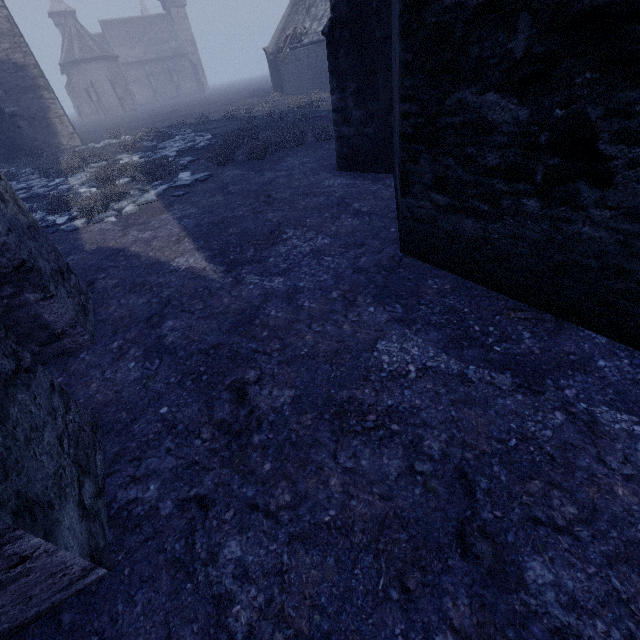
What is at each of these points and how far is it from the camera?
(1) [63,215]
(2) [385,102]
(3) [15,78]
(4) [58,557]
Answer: (1) instancedfoliageactor, 7.2m
(2) building, 5.3m
(3) building, 18.1m
(4) building, 1.4m

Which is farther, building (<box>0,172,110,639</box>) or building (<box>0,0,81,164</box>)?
building (<box>0,0,81,164</box>)

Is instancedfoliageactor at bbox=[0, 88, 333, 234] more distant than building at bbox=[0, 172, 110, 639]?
Yes

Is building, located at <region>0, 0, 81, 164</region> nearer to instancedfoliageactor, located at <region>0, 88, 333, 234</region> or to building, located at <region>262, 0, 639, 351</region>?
instancedfoliageactor, located at <region>0, 88, 333, 234</region>

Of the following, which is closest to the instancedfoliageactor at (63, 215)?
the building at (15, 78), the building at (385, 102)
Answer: the building at (385, 102)

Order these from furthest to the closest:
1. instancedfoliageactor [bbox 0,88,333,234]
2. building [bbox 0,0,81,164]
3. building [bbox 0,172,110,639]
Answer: building [bbox 0,0,81,164], instancedfoliageactor [bbox 0,88,333,234], building [bbox 0,172,110,639]

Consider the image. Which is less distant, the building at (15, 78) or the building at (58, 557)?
the building at (58, 557)

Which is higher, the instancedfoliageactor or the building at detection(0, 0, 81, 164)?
the building at detection(0, 0, 81, 164)
